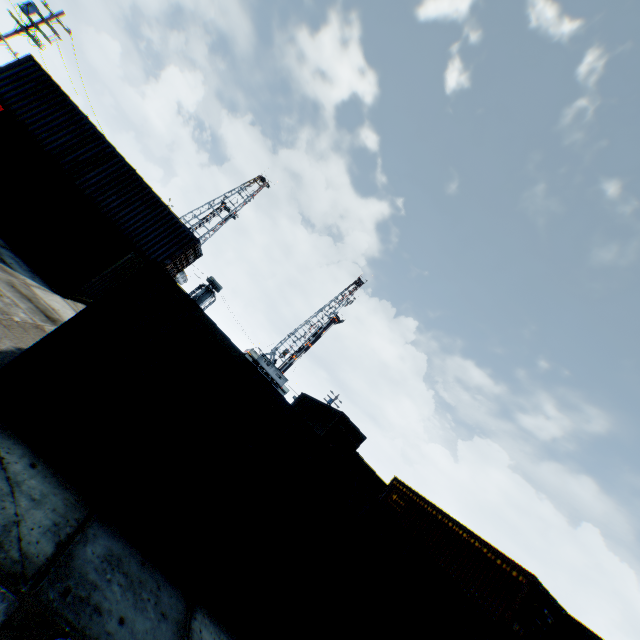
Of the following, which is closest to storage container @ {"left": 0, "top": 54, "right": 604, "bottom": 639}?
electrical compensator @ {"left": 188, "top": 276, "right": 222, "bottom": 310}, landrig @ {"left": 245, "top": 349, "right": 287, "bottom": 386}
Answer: electrical compensator @ {"left": 188, "top": 276, "right": 222, "bottom": 310}

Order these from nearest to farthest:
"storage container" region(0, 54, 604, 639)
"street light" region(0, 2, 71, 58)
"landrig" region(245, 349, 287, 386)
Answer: "storage container" region(0, 54, 604, 639), "street light" region(0, 2, 71, 58), "landrig" region(245, 349, 287, 386)

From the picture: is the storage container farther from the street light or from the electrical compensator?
the electrical compensator

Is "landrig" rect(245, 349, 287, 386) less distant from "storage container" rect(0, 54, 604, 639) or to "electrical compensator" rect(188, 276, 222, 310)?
"electrical compensator" rect(188, 276, 222, 310)

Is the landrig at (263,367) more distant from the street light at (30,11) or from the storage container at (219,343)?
the storage container at (219,343)

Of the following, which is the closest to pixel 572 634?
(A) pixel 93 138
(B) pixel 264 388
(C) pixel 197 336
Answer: (B) pixel 264 388

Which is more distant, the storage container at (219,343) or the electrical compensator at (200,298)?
the electrical compensator at (200,298)

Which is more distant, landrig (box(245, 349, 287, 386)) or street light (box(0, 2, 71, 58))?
landrig (box(245, 349, 287, 386))
